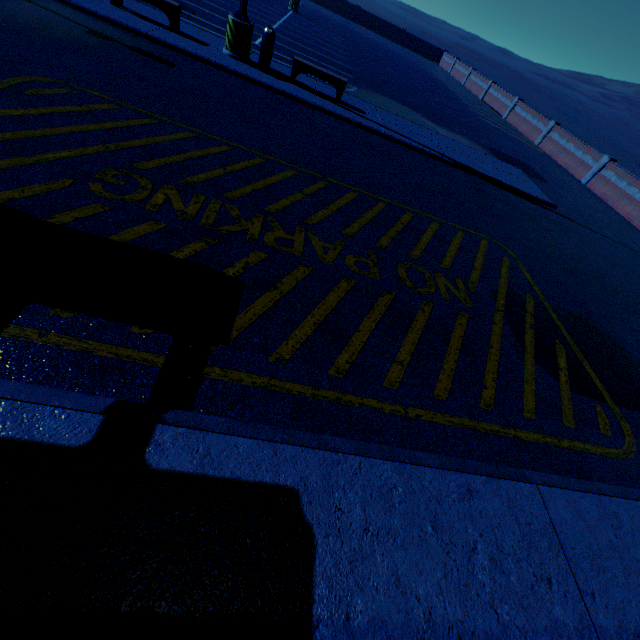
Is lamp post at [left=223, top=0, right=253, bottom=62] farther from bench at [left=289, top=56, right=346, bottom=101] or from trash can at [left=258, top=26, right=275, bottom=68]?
bench at [left=289, top=56, right=346, bottom=101]

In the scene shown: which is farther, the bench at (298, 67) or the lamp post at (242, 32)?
the bench at (298, 67)

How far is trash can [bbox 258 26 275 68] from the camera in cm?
975

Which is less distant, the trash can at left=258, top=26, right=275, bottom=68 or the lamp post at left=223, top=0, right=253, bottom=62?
the lamp post at left=223, top=0, right=253, bottom=62

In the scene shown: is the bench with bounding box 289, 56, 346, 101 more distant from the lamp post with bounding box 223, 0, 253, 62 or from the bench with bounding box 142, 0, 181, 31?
the bench with bounding box 142, 0, 181, 31

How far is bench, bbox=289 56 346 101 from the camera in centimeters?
1002cm

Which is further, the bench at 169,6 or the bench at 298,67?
the bench at 298,67

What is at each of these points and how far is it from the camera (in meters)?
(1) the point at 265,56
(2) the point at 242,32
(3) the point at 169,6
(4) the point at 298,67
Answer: (1) trash can, 10.12
(2) lamp post, 9.38
(3) bench, 9.12
(4) bench, 10.05
